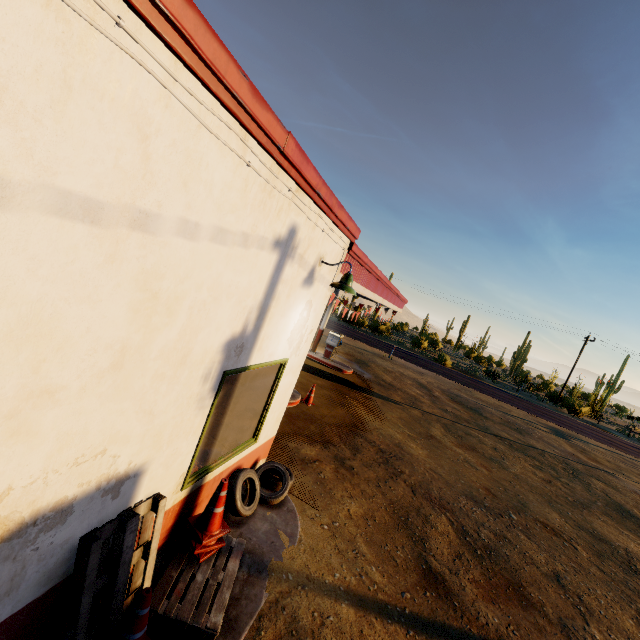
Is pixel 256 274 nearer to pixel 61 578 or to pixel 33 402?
pixel 33 402

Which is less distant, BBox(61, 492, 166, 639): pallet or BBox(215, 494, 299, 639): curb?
BBox(61, 492, 166, 639): pallet

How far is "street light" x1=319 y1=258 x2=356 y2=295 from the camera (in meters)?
4.70

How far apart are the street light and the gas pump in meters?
12.0 m

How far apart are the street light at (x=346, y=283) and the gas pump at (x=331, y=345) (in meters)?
11.96

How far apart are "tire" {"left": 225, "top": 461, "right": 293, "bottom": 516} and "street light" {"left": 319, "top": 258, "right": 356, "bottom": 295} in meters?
3.2

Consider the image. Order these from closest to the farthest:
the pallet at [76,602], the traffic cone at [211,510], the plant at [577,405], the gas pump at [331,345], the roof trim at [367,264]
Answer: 1. the roof trim at [367,264]
2. the pallet at [76,602]
3. the traffic cone at [211,510]
4. the gas pump at [331,345]
5. the plant at [577,405]

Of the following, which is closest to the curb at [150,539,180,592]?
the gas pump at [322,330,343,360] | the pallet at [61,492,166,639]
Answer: the pallet at [61,492,166,639]
